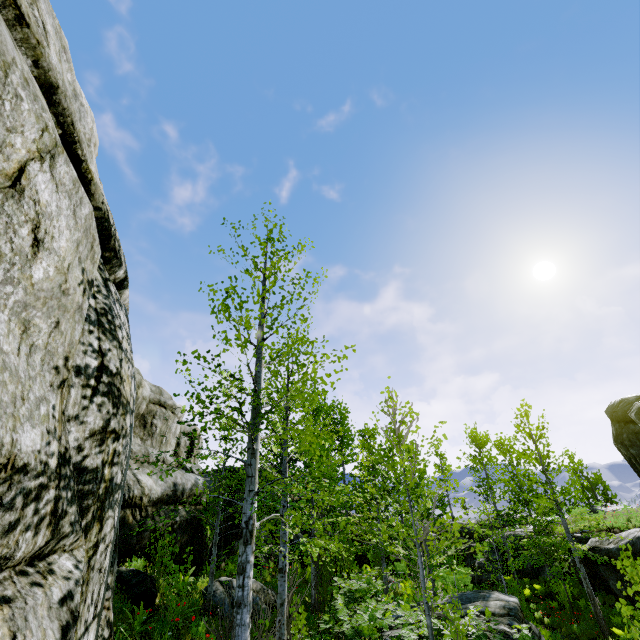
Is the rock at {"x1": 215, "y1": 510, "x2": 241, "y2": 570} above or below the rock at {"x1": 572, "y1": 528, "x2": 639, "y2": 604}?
above

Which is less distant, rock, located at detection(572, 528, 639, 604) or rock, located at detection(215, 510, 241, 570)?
A: rock, located at detection(215, 510, 241, 570)

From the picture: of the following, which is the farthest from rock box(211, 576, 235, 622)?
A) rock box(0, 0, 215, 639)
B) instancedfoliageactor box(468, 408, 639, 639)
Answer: instancedfoliageactor box(468, 408, 639, 639)

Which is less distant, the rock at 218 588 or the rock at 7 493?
the rock at 7 493

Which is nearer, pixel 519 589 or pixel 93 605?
pixel 93 605

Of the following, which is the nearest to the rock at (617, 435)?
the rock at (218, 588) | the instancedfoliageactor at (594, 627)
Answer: the instancedfoliageactor at (594, 627)
